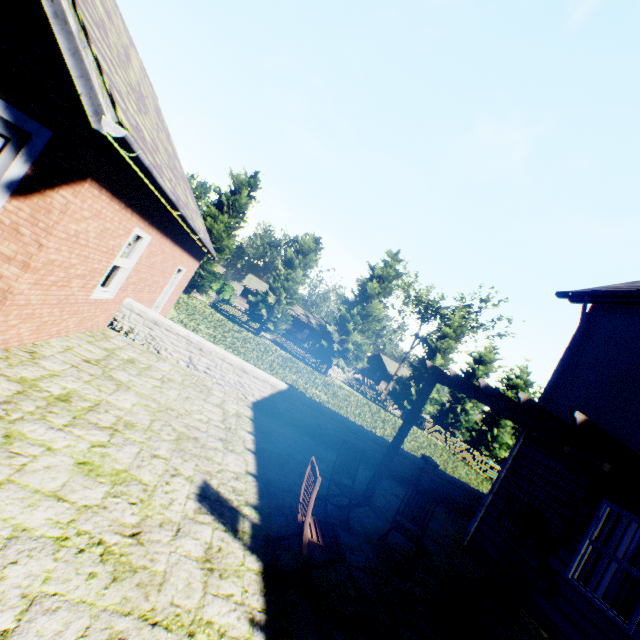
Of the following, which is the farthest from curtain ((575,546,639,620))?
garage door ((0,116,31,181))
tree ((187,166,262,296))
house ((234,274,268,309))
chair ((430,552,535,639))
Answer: house ((234,274,268,309))

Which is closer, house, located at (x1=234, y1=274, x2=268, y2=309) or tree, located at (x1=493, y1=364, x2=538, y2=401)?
tree, located at (x1=493, y1=364, x2=538, y2=401)

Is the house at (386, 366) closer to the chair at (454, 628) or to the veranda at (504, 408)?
the veranda at (504, 408)

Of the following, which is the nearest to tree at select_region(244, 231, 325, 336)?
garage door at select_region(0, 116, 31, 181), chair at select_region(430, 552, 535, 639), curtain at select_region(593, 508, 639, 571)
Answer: garage door at select_region(0, 116, 31, 181)

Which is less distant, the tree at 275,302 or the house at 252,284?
the tree at 275,302

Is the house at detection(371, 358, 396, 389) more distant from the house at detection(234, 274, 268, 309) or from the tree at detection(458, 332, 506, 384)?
the house at detection(234, 274, 268, 309)

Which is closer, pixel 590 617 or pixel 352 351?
pixel 590 617

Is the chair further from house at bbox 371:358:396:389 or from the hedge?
house at bbox 371:358:396:389
